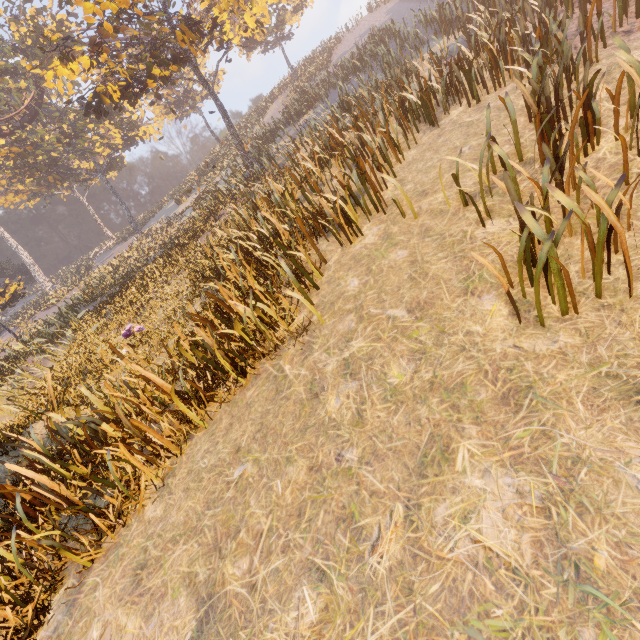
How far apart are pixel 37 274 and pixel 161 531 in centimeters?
5617cm
